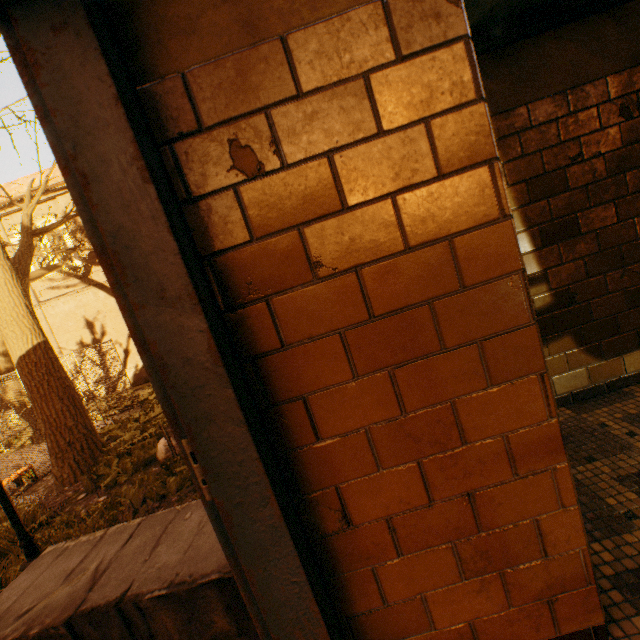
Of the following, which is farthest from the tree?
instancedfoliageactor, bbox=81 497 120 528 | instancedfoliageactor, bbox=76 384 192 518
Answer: instancedfoliageactor, bbox=81 497 120 528

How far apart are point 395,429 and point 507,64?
2.3m

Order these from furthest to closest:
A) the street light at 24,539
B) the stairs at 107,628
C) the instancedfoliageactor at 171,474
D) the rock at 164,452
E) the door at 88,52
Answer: the rock at 164,452 < the instancedfoliageactor at 171,474 < the street light at 24,539 < the stairs at 107,628 < the door at 88,52

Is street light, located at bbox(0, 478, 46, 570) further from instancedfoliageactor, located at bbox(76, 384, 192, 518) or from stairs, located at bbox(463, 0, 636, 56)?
stairs, located at bbox(463, 0, 636, 56)

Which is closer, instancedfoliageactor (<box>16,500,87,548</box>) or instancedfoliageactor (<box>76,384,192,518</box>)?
instancedfoliageactor (<box>16,500,87,548</box>)

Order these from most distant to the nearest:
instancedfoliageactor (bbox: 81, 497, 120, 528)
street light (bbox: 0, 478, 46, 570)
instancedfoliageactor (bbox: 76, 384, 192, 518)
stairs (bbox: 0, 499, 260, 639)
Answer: instancedfoliageactor (bbox: 76, 384, 192, 518)
instancedfoliageactor (bbox: 81, 497, 120, 528)
street light (bbox: 0, 478, 46, 570)
stairs (bbox: 0, 499, 260, 639)

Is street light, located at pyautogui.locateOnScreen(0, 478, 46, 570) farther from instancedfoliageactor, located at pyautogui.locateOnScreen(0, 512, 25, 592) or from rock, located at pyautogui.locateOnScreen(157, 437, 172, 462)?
rock, located at pyautogui.locateOnScreen(157, 437, 172, 462)

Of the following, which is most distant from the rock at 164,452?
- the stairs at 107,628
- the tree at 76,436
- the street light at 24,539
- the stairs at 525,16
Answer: the stairs at 525,16
